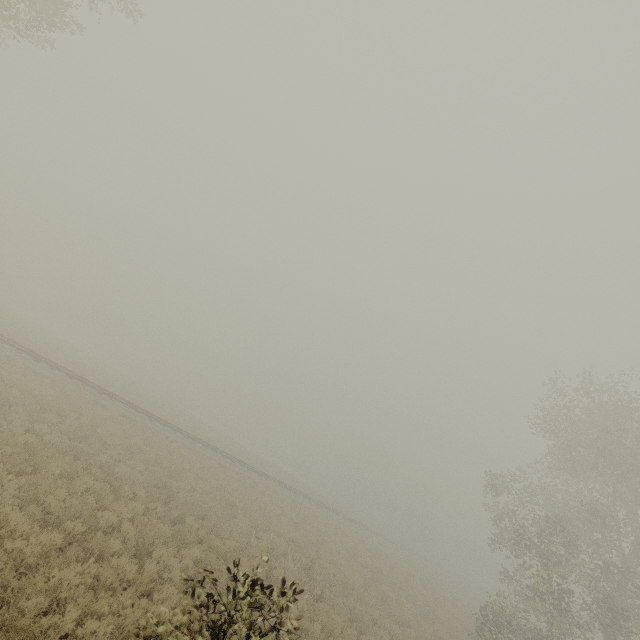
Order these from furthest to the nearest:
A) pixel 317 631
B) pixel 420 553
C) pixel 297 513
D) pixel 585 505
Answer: pixel 420 553 < pixel 297 513 < pixel 585 505 < pixel 317 631
